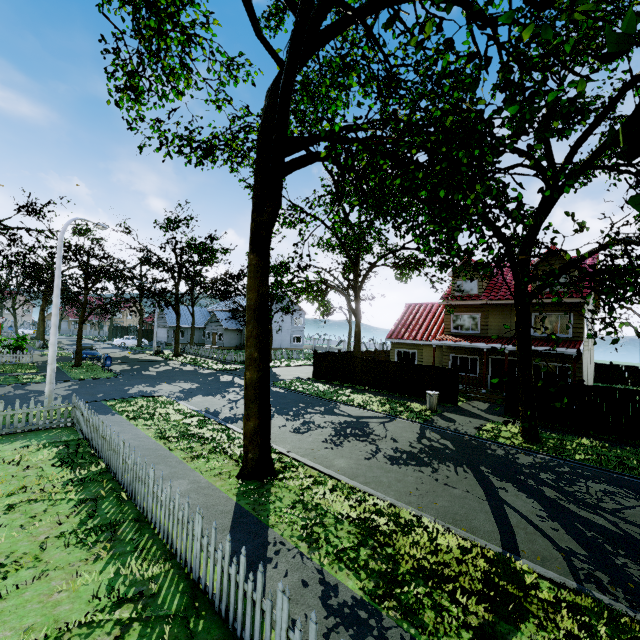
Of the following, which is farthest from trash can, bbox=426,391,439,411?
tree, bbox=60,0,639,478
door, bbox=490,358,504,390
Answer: door, bbox=490,358,504,390

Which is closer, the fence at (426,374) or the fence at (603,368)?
the fence at (426,374)

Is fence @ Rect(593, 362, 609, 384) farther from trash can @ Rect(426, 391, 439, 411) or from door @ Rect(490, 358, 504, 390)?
door @ Rect(490, 358, 504, 390)

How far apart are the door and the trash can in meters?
6.9

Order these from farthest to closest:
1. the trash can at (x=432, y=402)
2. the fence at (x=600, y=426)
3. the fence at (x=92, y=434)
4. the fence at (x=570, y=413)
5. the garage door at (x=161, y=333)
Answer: the garage door at (x=161, y=333), the trash can at (x=432, y=402), the fence at (x=570, y=413), the fence at (x=600, y=426), the fence at (x=92, y=434)

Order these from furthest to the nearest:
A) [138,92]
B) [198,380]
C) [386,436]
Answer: [198,380] → [138,92] → [386,436]

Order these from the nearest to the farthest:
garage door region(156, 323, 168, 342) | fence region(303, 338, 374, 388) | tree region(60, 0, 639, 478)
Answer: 1. tree region(60, 0, 639, 478)
2. fence region(303, 338, 374, 388)
3. garage door region(156, 323, 168, 342)

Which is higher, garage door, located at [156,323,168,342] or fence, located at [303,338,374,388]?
garage door, located at [156,323,168,342]
